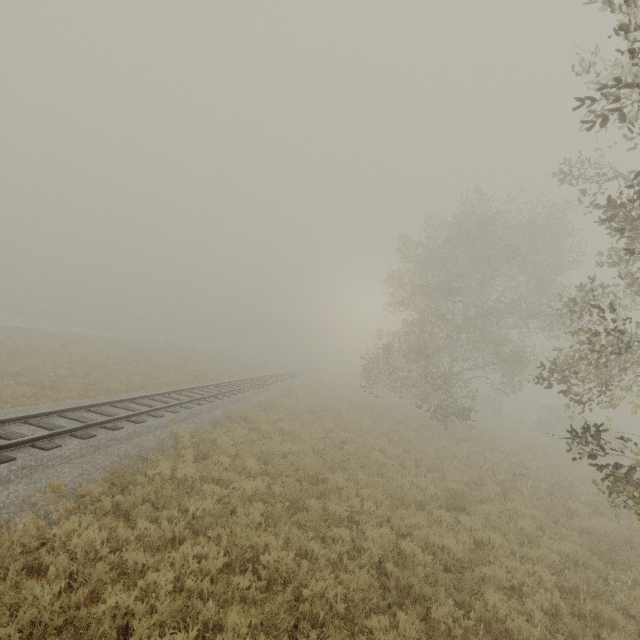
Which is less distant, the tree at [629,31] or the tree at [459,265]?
the tree at [629,31]

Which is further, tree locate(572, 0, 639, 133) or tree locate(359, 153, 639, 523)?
tree locate(359, 153, 639, 523)

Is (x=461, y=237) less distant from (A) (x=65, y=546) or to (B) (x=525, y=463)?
(B) (x=525, y=463)
